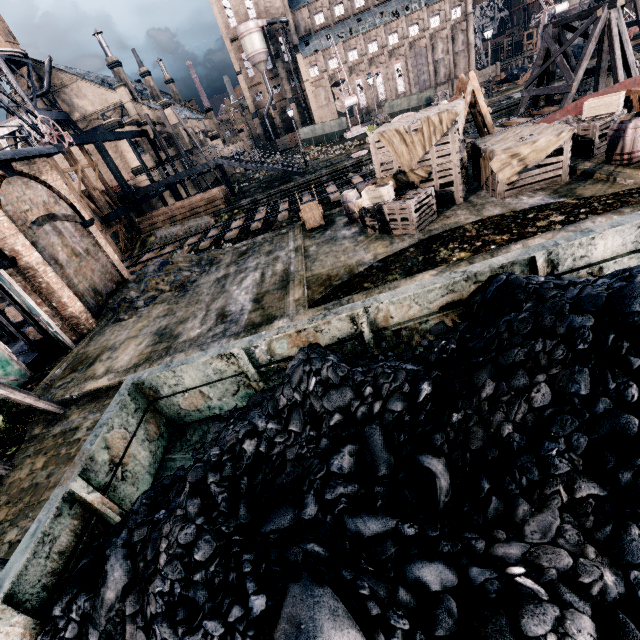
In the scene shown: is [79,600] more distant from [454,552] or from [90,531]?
[454,552]

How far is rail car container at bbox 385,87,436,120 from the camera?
36.5 meters

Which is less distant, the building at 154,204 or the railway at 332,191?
the railway at 332,191

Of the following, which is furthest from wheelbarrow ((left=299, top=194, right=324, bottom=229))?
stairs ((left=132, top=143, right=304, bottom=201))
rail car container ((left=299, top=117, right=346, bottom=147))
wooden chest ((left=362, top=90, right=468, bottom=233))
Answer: rail car container ((left=299, top=117, right=346, bottom=147))

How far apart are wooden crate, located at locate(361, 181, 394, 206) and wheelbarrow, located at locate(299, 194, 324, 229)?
3.71m

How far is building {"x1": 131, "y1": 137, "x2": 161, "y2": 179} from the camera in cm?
3709

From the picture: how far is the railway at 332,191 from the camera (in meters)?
21.42
